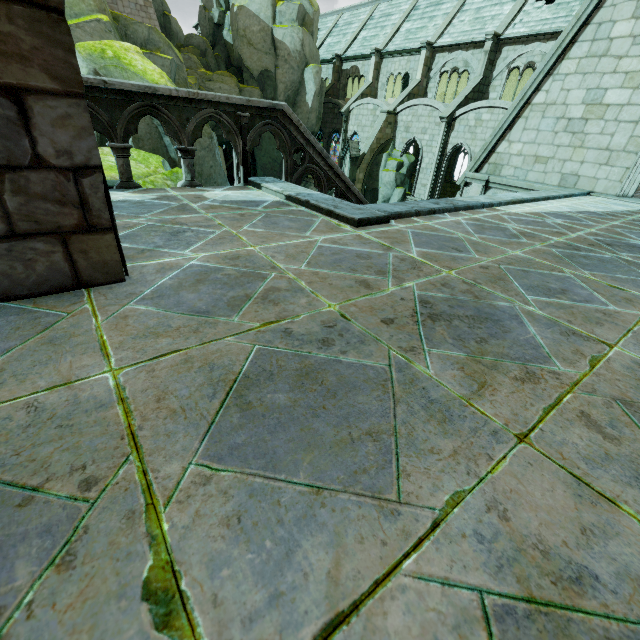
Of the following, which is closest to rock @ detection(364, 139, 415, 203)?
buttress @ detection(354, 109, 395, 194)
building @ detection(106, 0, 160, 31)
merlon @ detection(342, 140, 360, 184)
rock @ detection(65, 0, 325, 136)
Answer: buttress @ detection(354, 109, 395, 194)

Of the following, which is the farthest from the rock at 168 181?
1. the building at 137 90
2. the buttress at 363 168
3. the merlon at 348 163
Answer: the merlon at 348 163

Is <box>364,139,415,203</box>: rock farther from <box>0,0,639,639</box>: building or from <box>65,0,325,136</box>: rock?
<box>65,0,325,136</box>: rock

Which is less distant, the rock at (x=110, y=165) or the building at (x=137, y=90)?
the building at (x=137, y=90)

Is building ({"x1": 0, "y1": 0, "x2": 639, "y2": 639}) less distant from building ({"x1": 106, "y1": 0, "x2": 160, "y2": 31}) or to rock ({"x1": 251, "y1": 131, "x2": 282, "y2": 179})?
rock ({"x1": 251, "y1": 131, "x2": 282, "y2": 179})

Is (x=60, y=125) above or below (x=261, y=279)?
above

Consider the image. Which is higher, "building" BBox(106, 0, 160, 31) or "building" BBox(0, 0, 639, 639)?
"building" BBox(106, 0, 160, 31)

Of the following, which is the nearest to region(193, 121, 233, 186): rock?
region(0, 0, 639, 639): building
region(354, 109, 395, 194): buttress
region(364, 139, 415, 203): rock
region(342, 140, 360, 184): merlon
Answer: region(0, 0, 639, 639): building
